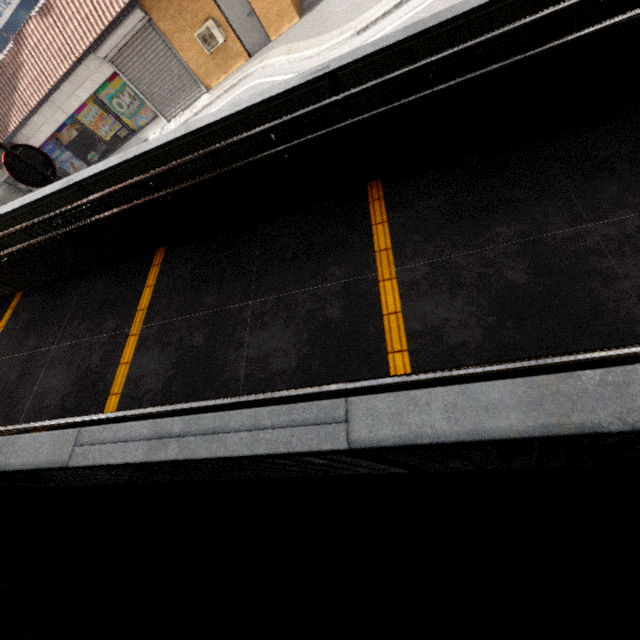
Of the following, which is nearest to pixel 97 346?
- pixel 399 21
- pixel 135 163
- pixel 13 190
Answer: pixel 135 163

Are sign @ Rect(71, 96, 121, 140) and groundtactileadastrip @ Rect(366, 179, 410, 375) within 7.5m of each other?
no

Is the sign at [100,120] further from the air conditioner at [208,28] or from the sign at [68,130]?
the air conditioner at [208,28]

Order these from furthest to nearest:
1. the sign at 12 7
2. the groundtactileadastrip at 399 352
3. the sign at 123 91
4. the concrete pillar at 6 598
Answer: the sign at 123 91, the sign at 12 7, the concrete pillar at 6 598, the groundtactileadastrip at 399 352

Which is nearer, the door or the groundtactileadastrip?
the groundtactileadastrip

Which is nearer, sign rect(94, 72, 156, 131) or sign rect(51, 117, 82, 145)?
sign rect(94, 72, 156, 131)

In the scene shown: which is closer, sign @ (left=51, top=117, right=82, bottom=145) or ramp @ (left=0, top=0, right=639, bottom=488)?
ramp @ (left=0, top=0, right=639, bottom=488)

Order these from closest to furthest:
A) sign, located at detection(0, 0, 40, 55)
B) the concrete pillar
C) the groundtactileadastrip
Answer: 1. the groundtactileadastrip
2. the concrete pillar
3. sign, located at detection(0, 0, 40, 55)
